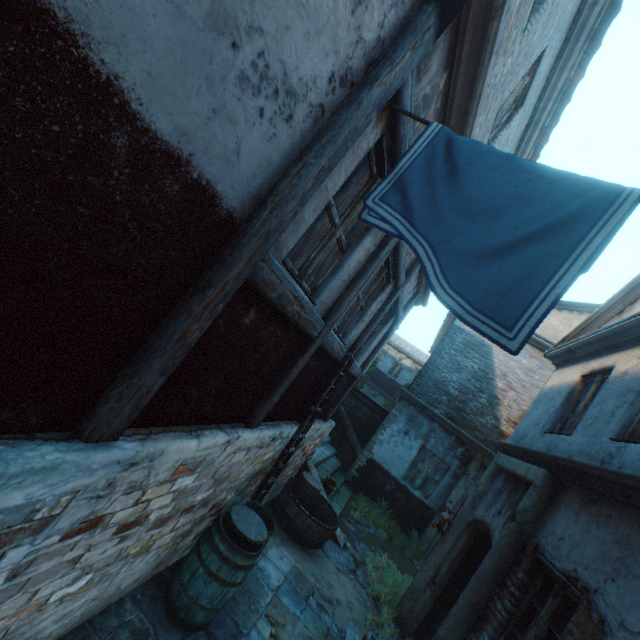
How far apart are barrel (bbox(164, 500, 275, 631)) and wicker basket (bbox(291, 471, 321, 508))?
2.87m

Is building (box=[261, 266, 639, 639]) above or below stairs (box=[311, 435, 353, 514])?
above

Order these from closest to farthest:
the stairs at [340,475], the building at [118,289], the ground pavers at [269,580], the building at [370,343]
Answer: the building at [118,289]
the ground pavers at [269,580]
the building at [370,343]
the stairs at [340,475]

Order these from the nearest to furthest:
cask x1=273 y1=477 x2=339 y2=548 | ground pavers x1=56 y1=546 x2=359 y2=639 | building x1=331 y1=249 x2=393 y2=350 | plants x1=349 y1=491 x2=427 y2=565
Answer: ground pavers x1=56 y1=546 x2=359 y2=639 < building x1=331 y1=249 x2=393 y2=350 < cask x1=273 y1=477 x2=339 y2=548 < plants x1=349 y1=491 x2=427 y2=565

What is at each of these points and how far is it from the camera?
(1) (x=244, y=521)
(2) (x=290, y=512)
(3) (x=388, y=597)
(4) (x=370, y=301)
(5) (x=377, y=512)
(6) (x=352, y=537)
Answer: (1) barrel lid, 3.80m
(2) cask, 6.29m
(3) plants, 6.34m
(4) building, 5.30m
(5) plants, 9.95m
(6) ground stones, 7.98m

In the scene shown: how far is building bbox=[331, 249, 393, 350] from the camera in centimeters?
467cm

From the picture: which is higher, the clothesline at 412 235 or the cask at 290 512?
the clothesline at 412 235
